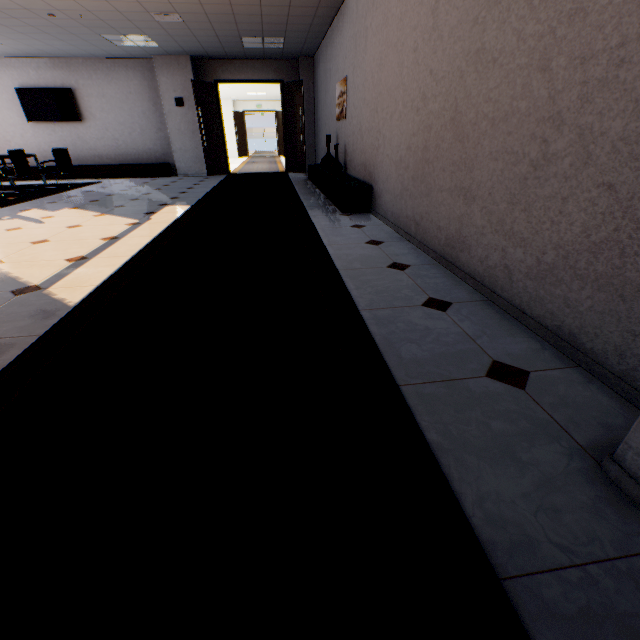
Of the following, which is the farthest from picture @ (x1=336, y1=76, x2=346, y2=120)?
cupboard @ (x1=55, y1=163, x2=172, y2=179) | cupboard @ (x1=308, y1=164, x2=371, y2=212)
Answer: cupboard @ (x1=55, y1=163, x2=172, y2=179)

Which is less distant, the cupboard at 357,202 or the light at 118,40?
the cupboard at 357,202

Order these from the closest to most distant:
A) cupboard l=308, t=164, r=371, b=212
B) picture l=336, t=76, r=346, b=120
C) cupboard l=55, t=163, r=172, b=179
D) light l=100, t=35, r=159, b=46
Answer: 1. cupboard l=308, t=164, r=371, b=212
2. picture l=336, t=76, r=346, b=120
3. light l=100, t=35, r=159, b=46
4. cupboard l=55, t=163, r=172, b=179

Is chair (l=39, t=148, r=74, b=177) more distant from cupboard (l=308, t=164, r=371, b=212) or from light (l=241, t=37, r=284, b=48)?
cupboard (l=308, t=164, r=371, b=212)

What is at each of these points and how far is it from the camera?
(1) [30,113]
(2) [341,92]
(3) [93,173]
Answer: (1) tv, 9.1 meters
(2) picture, 6.0 meters
(3) cupboard, 9.7 meters

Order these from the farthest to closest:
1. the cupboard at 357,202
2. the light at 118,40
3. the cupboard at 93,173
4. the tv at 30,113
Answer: the cupboard at 93,173 → the tv at 30,113 → the light at 118,40 → the cupboard at 357,202

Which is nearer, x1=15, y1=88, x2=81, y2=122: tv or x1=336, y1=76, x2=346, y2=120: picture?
x1=336, y1=76, x2=346, y2=120: picture

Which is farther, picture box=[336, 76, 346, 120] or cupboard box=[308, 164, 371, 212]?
picture box=[336, 76, 346, 120]
